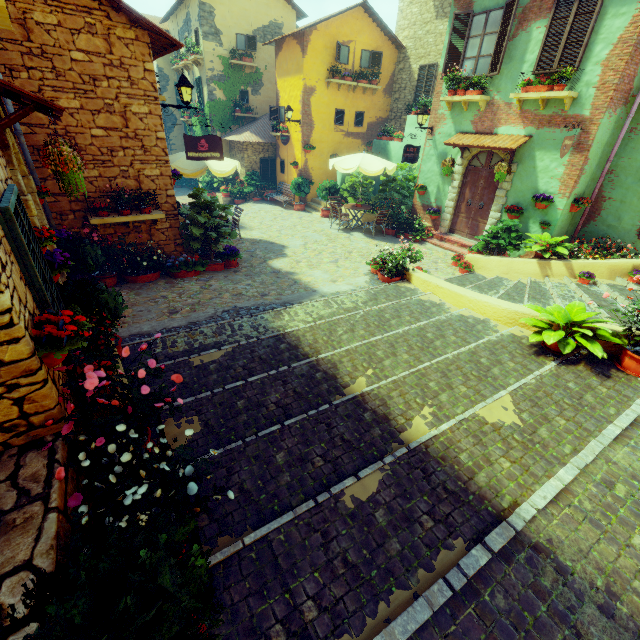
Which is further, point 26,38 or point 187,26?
point 187,26

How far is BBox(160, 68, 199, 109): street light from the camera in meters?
7.2 m

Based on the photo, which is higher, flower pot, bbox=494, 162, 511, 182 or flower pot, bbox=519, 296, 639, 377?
flower pot, bbox=494, 162, 511, 182

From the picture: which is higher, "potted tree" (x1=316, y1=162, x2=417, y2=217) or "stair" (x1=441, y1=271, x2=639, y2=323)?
"potted tree" (x1=316, y1=162, x2=417, y2=217)

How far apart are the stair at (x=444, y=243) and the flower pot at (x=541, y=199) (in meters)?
1.75

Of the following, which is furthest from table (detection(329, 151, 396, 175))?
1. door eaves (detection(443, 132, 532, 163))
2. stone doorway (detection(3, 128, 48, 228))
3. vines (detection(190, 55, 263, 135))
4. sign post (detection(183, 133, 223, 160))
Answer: vines (detection(190, 55, 263, 135))

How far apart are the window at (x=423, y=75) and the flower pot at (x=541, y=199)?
9.2m

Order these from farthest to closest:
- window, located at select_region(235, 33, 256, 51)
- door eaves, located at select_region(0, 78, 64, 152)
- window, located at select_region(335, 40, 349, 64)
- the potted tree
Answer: window, located at select_region(235, 33, 256, 51) → window, located at select_region(335, 40, 349, 64) → the potted tree → door eaves, located at select_region(0, 78, 64, 152)
